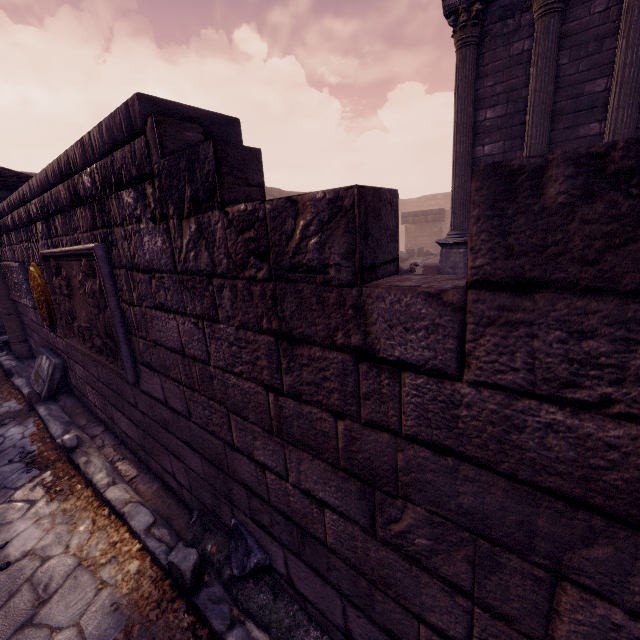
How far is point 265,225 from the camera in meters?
1.2

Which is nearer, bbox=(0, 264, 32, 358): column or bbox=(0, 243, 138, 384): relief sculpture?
bbox=(0, 243, 138, 384): relief sculpture

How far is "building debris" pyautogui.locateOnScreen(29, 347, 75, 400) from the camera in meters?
4.4 m

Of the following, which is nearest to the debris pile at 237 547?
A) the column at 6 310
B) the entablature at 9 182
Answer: the column at 6 310

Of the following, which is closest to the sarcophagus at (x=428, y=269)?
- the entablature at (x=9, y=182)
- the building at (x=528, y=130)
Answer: the building at (x=528, y=130)

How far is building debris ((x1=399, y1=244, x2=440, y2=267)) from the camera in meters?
15.3

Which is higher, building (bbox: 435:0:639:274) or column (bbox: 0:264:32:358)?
building (bbox: 435:0:639:274)

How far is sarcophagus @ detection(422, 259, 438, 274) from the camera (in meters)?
11.26
